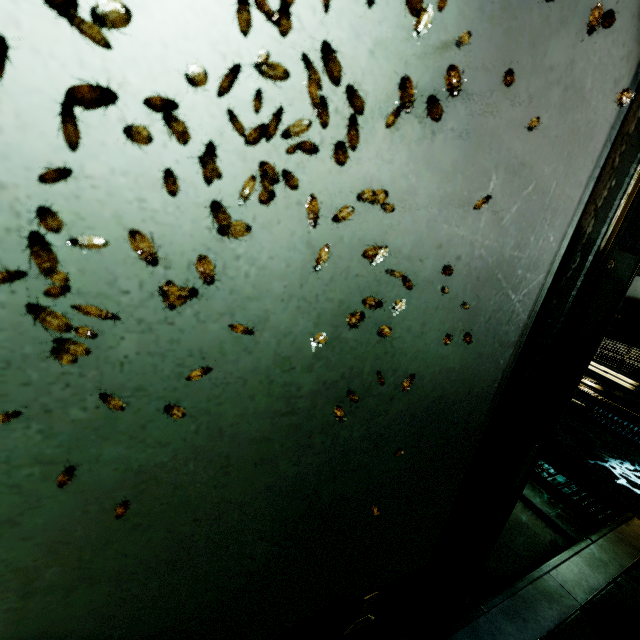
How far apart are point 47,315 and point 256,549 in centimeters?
68cm
